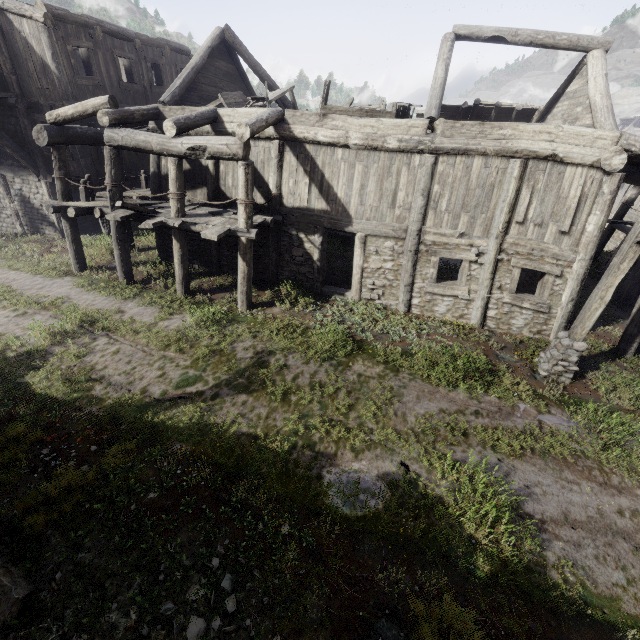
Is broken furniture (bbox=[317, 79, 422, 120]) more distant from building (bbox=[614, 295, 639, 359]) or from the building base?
the building base

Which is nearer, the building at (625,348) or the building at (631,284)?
the building at (625,348)

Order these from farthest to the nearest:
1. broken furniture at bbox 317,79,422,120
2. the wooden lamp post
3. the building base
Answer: the building base
broken furniture at bbox 317,79,422,120
the wooden lamp post

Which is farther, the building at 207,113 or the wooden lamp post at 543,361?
the building at 207,113

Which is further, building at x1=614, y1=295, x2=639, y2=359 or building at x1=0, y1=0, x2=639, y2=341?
building at x1=614, y1=295, x2=639, y2=359

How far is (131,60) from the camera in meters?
14.9
